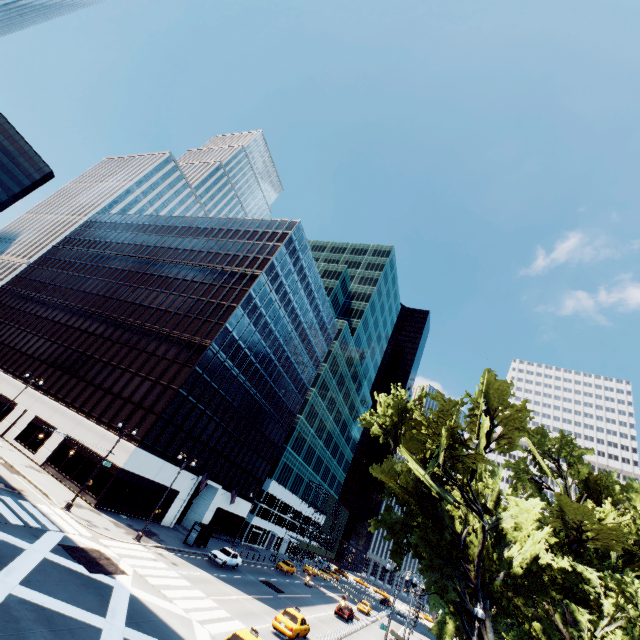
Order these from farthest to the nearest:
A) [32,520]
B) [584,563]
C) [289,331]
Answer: [289,331]
[584,563]
[32,520]

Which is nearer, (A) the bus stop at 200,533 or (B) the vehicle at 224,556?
(B) the vehicle at 224,556

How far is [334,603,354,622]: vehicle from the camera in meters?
38.8 m

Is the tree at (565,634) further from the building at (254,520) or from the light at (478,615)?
the building at (254,520)

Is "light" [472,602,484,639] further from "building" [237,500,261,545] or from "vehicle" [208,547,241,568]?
"building" [237,500,261,545]

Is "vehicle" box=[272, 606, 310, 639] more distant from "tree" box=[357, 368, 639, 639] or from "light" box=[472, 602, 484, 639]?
"light" box=[472, 602, 484, 639]

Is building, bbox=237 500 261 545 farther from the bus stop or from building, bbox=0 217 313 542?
the bus stop

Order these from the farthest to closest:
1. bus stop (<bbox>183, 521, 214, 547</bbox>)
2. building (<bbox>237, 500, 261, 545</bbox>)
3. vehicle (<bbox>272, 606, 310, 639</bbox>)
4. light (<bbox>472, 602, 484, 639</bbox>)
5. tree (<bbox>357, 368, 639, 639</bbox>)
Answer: building (<bbox>237, 500, 261, 545</bbox>)
bus stop (<bbox>183, 521, 214, 547</bbox>)
vehicle (<bbox>272, 606, 310, 639</bbox>)
tree (<bbox>357, 368, 639, 639</bbox>)
light (<bbox>472, 602, 484, 639</bbox>)
